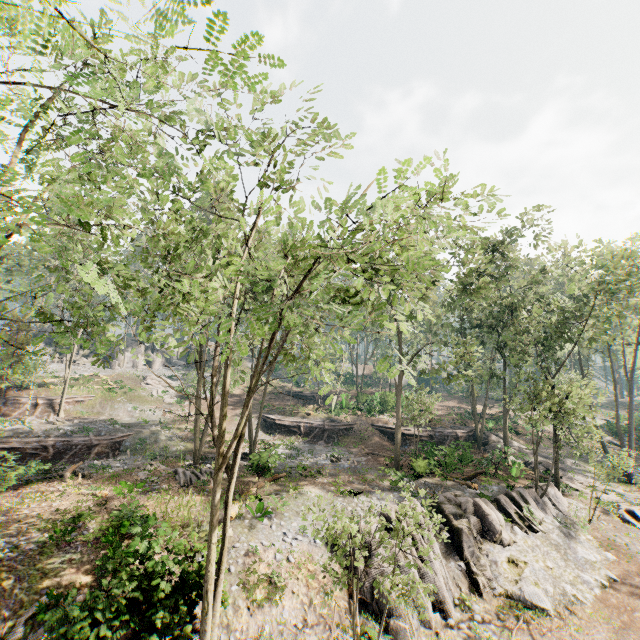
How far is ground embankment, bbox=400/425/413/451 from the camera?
33.06m

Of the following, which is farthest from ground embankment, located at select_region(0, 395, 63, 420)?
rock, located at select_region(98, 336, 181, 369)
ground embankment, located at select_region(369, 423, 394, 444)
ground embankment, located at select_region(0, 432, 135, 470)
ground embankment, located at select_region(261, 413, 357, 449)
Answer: ground embankment, located at select_region(369, 423, 394, 444)

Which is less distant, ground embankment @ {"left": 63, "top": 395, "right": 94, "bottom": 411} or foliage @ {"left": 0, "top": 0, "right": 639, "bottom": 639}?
foliage @ {"left": 0, "top": 0, "right": 639, "bottom": 639}

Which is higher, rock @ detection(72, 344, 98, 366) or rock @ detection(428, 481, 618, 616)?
rock @ detection(72, 344, 98, 366)

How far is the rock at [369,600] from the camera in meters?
13.3

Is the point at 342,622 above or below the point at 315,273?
below

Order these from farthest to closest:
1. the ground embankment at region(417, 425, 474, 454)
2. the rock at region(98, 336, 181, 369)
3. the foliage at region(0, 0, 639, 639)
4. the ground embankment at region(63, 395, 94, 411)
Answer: the rock at region(98, 336, 181, 369)
the ground embankment at region(63, 395, 94, 411)
the ground embankment at region(417, 425, 474, 454)
the foliage at region(0, 0, 639, 639)

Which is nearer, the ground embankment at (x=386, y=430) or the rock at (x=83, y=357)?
the ground embankment at (x=386, y=430)
